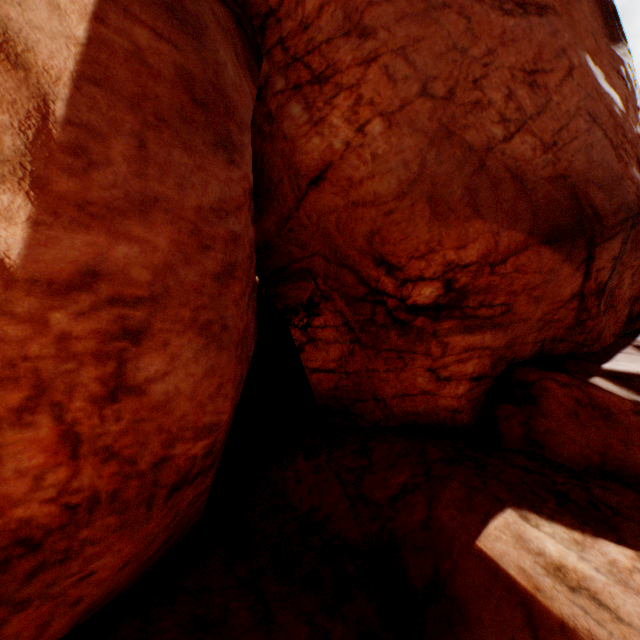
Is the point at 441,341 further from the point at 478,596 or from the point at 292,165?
the point at 292,165
